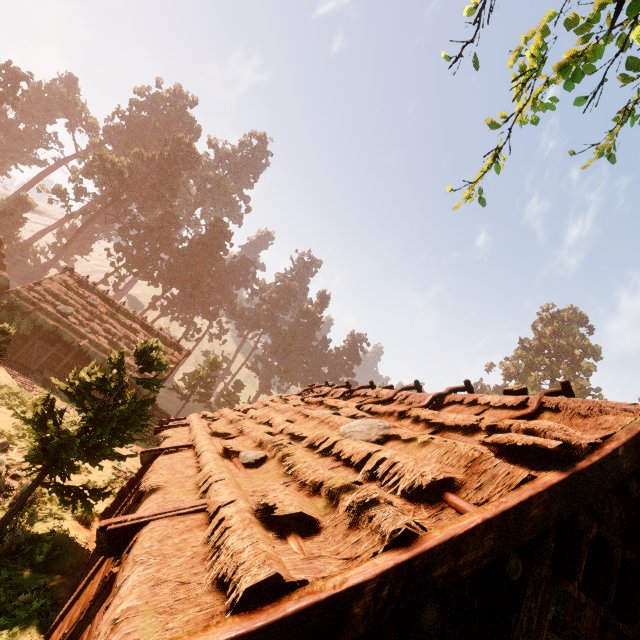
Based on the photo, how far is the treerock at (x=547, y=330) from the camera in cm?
5084

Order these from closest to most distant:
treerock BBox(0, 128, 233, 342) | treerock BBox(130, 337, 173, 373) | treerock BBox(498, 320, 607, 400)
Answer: treerock BBox(130, 337, 173, 373) → treerock BBox(0, 128, 233, 342) → treerock BBox(498, 320, 607, 400)

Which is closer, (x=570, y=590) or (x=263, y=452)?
(x=570, y=590)

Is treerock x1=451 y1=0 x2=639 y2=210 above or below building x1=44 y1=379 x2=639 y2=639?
above

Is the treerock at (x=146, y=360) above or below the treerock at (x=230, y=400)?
below

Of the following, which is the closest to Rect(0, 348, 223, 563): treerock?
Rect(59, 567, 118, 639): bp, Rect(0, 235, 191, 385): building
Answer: Rect(0, 235, 191, 385): building

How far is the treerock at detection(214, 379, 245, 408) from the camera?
43.4 meters
